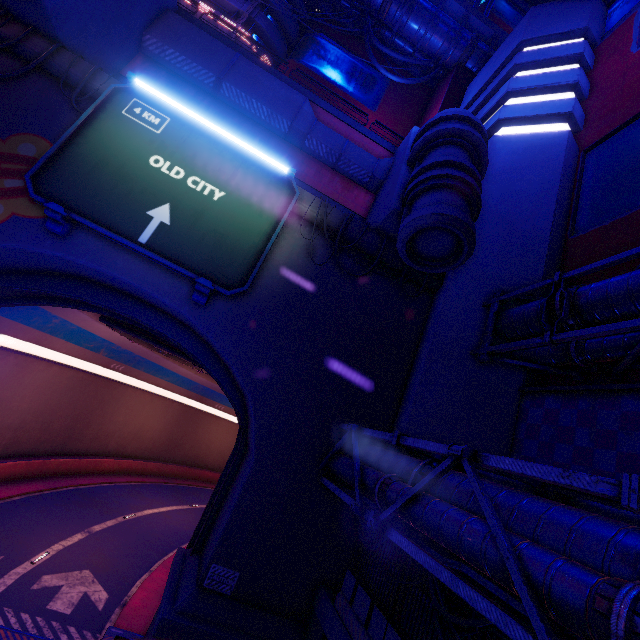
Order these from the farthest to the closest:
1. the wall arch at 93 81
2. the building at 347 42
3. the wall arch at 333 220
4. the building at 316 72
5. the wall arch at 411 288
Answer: the building at 347 42 → the wall arch at 411 288 → the wall arch at 333 220 → the wall arch at 93 81 → the building at 316 72

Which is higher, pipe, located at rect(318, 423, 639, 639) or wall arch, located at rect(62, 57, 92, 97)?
wall arch, located at rect(62, 57, 92, 97)

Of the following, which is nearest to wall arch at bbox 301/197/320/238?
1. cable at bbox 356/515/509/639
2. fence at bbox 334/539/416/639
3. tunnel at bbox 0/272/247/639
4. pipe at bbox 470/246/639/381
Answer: tunnel at bbox 0/272/247/639

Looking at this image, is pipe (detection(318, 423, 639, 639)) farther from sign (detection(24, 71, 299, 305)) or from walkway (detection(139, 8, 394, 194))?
walkway (detection(139, 8, 394, 194))

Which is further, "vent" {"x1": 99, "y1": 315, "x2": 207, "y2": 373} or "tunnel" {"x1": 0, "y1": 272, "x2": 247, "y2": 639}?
"vent" {"x1": 99, "y1": 315, "x2": 207, "y2": 373}

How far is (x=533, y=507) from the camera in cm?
541

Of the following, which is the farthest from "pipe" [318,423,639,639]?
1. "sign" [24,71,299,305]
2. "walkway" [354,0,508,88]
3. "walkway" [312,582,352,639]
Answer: "walkway" [354,0,508,88]

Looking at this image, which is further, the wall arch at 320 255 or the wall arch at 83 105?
the wall arch at 320 255
